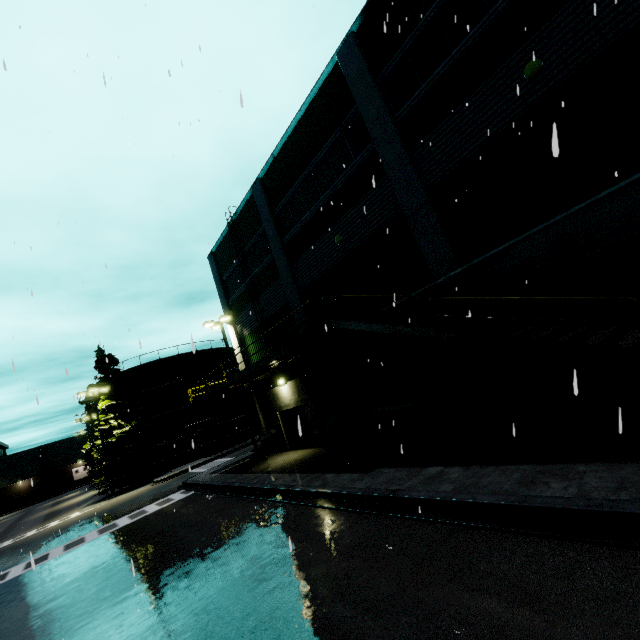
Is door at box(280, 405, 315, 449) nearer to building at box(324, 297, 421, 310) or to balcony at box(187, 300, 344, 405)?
building at box(324, 297, 421, 310)

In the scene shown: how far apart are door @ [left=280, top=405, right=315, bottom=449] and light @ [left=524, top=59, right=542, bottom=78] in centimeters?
1575cm

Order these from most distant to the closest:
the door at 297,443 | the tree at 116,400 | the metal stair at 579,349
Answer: the tree at 116,400 → the door at 297,443 → the metal stair at 579,349

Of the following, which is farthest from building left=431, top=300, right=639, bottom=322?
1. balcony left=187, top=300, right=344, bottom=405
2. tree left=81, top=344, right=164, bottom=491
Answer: tree left=81, top=344, right=164, bottom=491

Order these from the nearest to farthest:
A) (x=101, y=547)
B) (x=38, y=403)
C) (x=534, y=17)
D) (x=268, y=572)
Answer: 1. (x=38, y=403)
2. (x=268, y=572)
3. (x=534, y=17)
4. (x=101, y=547)

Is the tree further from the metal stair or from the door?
the metal stair

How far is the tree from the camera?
30.5m

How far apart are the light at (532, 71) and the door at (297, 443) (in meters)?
15.75
